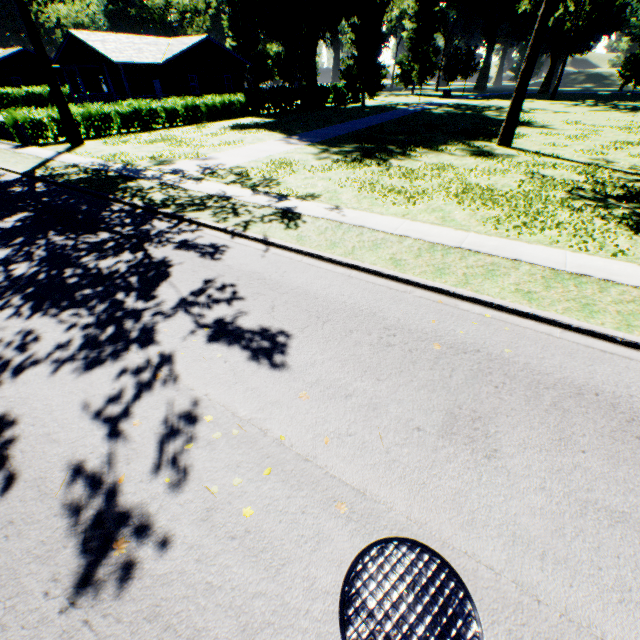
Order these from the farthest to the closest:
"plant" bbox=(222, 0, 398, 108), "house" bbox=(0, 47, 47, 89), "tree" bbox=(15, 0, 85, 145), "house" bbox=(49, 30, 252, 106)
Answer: "house" bbox=(0, 47, 47, 89) → "plant" bbox=(222, 0, 398, 108) → "house" bbox=(49, 30, 252, 106) → "tree" bbox=(15, 0, 85, 145)

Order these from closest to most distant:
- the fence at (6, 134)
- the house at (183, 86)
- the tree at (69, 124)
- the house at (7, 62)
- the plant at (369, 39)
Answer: the tree at (69, 124), the fence at (6, 134), the house at (183, 86), the plant at (369, 39), the house at (7, 62)

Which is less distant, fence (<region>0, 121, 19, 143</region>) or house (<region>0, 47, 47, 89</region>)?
fence (<region>0, 121, 19, 143</region>)

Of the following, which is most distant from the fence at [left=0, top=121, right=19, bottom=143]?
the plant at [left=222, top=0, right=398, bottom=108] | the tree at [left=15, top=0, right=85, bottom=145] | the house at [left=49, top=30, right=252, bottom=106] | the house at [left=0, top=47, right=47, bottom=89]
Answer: the house at [left=0, top=47, right=47, bottom=89]

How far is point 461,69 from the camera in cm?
5466

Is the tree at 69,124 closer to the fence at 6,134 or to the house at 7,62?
the fence at 6,134

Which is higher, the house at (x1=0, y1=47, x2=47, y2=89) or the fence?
the house at (x1=0, y1=47, x2=47, y2=89)
